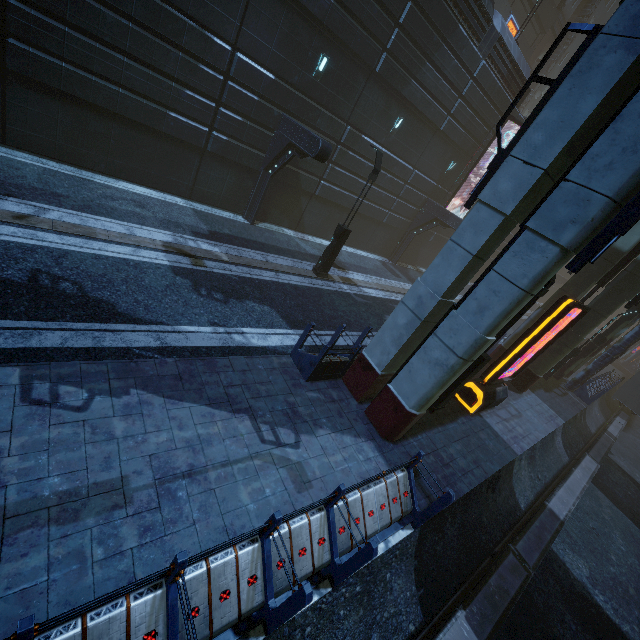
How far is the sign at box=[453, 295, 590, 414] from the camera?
9.6m

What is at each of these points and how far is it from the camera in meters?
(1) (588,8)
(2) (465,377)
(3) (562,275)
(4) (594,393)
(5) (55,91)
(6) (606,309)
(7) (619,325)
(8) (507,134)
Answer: (1) building structure, 31.2
(2) street light, 9.4
(3) building, 48.3
(4) building, 21.0
(5) building, 10.3
(6) sm, 13.1
(7) building, 18.2
(8) building, 21.6

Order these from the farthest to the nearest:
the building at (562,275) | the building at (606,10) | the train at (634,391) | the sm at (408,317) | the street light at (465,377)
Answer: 1. the building at (562,275)
2. the building at (606,10)
3. the train at (634,391)
4. the street light at (465,377)
5. the sm at (408,317)

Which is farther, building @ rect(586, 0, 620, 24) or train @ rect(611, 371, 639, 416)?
building @ rect(586, 0, 620, 24)

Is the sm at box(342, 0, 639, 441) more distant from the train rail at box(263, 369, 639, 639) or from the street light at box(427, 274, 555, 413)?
the street light at box(427, 274, 555, 413)

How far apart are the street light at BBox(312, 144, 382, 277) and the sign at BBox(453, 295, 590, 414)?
7.5m

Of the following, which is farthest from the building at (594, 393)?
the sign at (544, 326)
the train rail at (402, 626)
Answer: the sign at (544, 326)

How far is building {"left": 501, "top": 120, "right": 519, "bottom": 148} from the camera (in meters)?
21.08
